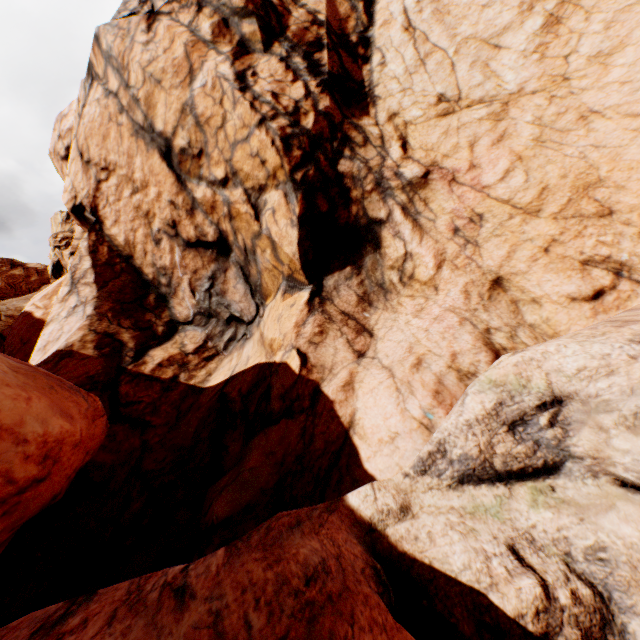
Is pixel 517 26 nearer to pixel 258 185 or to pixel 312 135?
pixel 312 135
